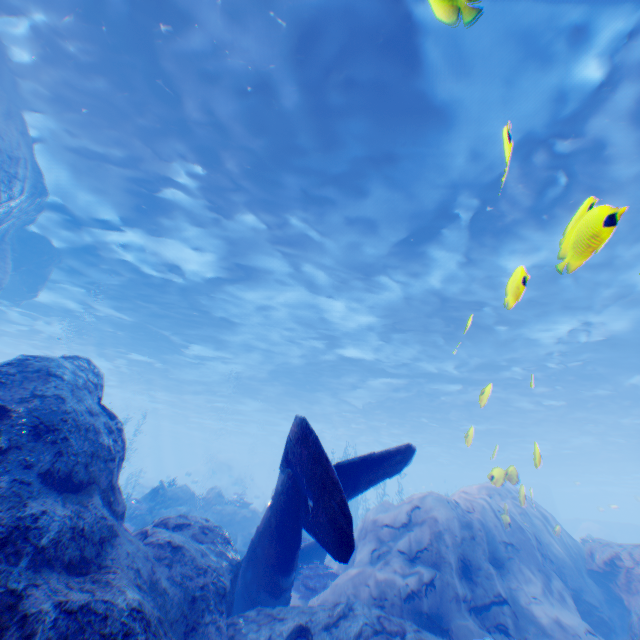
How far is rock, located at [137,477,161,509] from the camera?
15.9 meters

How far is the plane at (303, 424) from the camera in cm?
412

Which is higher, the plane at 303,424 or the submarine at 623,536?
the submarine at 623,536

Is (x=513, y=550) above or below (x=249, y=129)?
below

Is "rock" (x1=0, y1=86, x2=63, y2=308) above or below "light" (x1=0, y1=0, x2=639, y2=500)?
below

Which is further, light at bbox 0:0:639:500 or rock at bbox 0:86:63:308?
rock at bbox 0:86:63:308

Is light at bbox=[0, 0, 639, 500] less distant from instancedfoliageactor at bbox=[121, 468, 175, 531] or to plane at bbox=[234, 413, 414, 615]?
plane at bbox=[234, 413, 414, 615]

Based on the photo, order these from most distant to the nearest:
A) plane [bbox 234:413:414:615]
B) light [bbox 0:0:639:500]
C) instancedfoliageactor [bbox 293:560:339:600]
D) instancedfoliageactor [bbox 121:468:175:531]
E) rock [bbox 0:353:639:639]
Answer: instancedfoliageactor [bbox 121:468:175:531] < instancedfoliageactor [bbox 293:560:339:600] < light [bbox 0:0:639:500] < plane [bbox 234:413:414:615] < rock [bbox 0:353:639:639]
